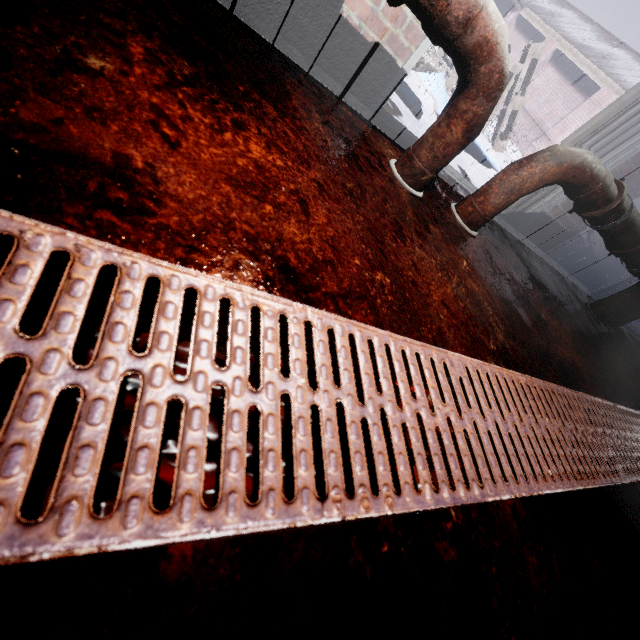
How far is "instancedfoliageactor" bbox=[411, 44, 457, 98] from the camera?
4.48m

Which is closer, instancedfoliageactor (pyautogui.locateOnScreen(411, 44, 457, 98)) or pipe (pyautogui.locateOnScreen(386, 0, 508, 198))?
pipe (pyautogui.locateOnScreen(386, 0, 508, 198))

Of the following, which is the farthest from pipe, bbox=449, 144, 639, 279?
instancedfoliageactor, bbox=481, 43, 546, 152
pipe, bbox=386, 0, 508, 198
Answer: instancedfoliageactor, bbox=481, 43, 546, 152

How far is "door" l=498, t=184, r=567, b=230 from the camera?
2.3m

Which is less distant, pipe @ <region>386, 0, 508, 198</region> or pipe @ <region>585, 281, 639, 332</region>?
pipe @ <region>386, 0, 508, 198</region>

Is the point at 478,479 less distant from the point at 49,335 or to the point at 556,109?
the point at 49,335

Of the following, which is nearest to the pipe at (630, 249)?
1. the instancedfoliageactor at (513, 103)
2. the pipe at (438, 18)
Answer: the pipe at (438, 18)

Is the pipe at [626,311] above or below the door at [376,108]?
above
